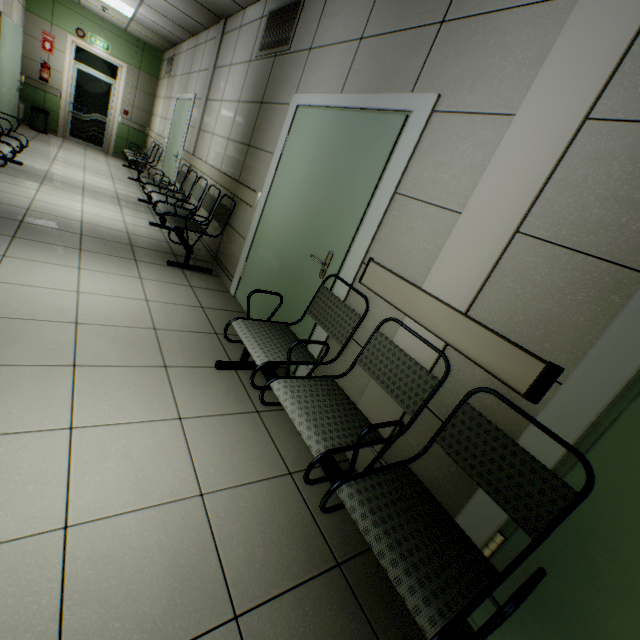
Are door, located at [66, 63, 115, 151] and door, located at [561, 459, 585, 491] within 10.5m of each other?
no

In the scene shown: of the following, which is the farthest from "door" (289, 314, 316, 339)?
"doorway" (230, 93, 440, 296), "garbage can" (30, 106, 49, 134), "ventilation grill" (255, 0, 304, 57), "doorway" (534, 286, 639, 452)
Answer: "garbage can" (30, 106, 49, 134)

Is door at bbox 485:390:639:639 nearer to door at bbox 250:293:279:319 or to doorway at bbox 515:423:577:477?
doorway at bbox 515:423:577:477

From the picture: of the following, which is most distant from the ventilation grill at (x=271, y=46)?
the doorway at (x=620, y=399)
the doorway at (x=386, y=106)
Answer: the doorway at (x=620, y=399)

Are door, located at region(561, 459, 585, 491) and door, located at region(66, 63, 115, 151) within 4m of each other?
no

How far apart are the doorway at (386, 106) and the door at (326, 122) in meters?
0.0 m

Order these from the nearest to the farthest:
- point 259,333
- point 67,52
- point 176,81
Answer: point 259,333
point 176,81
point 67,52

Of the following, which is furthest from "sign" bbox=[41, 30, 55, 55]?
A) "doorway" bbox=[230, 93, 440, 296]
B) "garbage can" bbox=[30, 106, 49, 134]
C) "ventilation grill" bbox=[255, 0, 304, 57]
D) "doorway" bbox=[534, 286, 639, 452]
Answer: "doorway" bbox=[534, 286, 639, 452]
